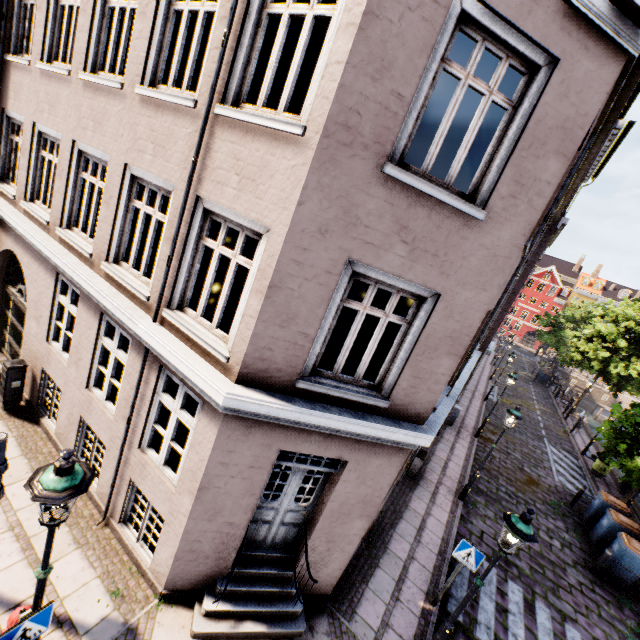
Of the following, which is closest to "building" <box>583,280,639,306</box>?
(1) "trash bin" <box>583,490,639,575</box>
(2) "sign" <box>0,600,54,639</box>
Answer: (2) "sign" <box>0,600,54,639</box>

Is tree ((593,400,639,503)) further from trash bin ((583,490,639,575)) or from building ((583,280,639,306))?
→ building ((583,280,639,306))

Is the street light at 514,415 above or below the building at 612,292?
below

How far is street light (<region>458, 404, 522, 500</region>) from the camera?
10.2 meters

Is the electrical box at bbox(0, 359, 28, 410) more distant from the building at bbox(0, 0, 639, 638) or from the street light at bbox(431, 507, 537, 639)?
the street light at bbox(431, 507, 537, 639)

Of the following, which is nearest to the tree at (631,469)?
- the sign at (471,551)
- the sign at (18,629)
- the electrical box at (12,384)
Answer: the sign at (471,551)

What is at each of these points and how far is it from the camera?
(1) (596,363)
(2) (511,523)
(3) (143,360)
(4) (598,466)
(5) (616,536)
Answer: (1) tree, 25.5 meters
(2) street light, 5.1 meters
(3) building, 5.3 meters
(4) trash bin, 17.4 meters
(5) trash bin, 11.3 meters
